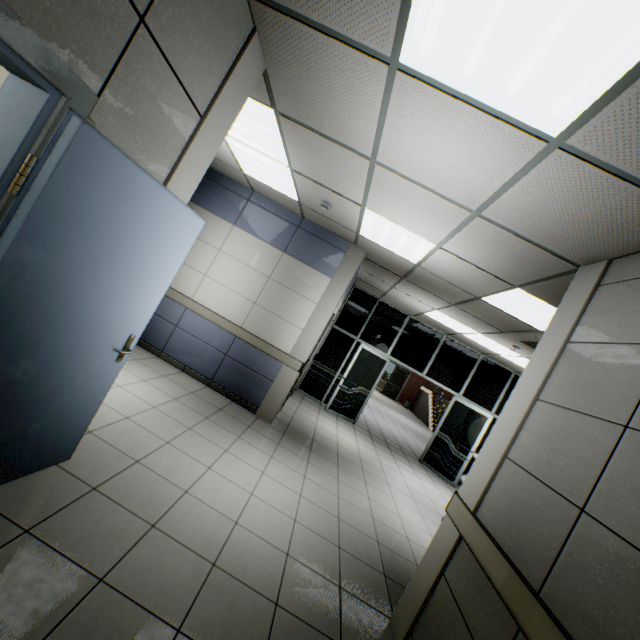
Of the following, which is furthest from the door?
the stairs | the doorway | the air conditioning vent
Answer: the stairs

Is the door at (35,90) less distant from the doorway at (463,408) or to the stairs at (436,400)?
the doorway at (463,408)

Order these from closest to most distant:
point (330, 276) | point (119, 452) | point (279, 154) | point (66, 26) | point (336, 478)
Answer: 1. point (66, 26)
2. point (119, 452)
3. point (279, 154)
4. point (336, 478)
5. point (330, 276)

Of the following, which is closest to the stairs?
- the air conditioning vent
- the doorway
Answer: the doorway

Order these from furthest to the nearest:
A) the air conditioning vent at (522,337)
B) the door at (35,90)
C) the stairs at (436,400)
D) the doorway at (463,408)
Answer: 1. the stairs at (436,400)
2. the doorway at (463,408)
3. the air conditioning vent at (522,337)
4. the door at (35,90)

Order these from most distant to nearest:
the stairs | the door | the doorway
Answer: the stairs
the doorway
the door

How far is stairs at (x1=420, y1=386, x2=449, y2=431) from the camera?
16.5m

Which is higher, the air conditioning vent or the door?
the air conditioning vent
